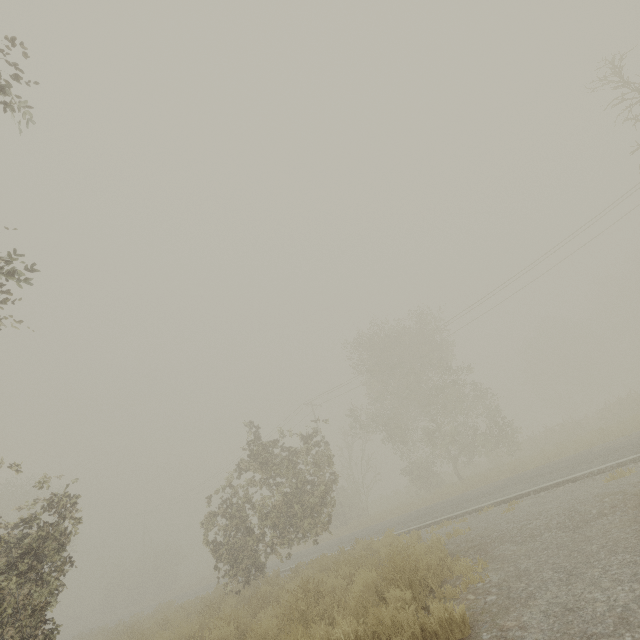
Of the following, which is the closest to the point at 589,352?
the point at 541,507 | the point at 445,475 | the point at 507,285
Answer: the point at 445,475
